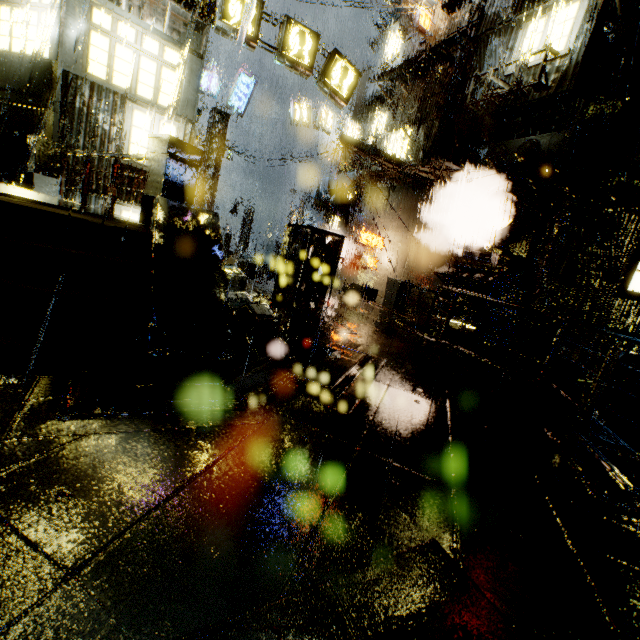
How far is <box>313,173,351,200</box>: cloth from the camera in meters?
20.4 m

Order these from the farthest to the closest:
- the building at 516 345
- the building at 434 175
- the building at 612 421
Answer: the building at 434 175 → the building at 516 345 → the building at 612 421

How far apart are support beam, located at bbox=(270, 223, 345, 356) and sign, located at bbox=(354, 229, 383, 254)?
10.4m

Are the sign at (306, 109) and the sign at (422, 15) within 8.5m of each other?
yes

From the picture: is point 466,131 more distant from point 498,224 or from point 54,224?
point 54,224

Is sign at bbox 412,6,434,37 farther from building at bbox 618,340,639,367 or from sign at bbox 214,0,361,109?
sign at bbox 214,0,361,109

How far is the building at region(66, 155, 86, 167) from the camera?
9.39m

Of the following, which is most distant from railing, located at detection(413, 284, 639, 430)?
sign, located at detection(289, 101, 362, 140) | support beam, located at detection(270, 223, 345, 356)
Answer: sign, located at detection(289, 101, 362, 140)
